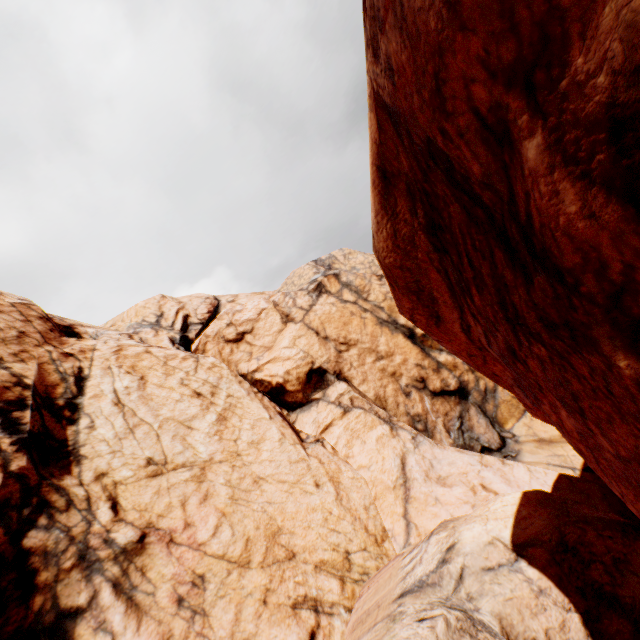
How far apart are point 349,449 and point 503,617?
9.86m
